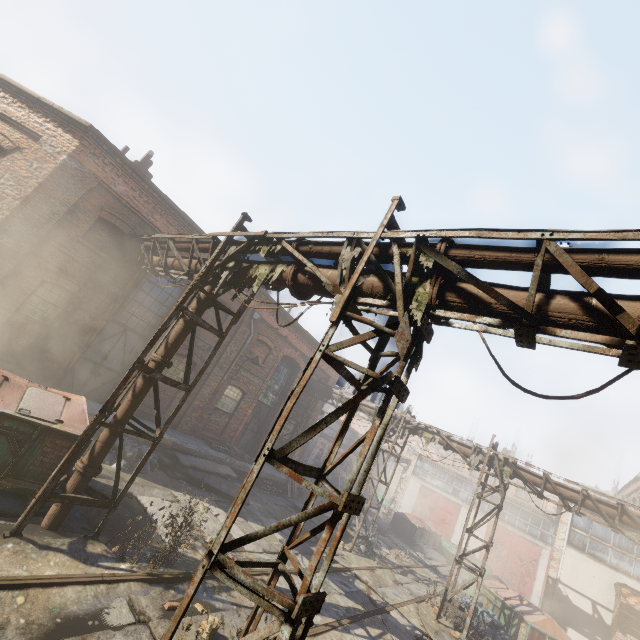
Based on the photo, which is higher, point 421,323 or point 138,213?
point 138,213

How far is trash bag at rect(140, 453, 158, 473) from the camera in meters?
10.5

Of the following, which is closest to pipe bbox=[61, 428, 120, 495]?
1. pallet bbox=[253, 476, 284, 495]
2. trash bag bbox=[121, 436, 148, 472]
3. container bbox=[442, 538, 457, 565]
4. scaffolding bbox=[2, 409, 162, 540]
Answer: scaffolding bbox=[2, 409, 162, 540]

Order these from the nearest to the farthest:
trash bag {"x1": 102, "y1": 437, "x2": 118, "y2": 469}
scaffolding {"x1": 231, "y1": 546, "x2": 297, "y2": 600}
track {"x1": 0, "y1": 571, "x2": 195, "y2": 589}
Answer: scaffolding {"x1": 231, "y1": 546, "x2": 297, "y2": 600} → track {"x1": 0, "y1": 571, "x2": 195, "y2": 589} → trash bag {"x1": 102, "y1": 437, "x2": 118, "y2": 469}

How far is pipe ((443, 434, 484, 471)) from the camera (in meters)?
13.51

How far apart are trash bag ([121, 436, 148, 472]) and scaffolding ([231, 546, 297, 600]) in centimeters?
759cm

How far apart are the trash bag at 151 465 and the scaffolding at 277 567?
7.6 meters

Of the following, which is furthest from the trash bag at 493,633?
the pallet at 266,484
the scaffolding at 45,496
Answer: the scaffolding at 45,496
